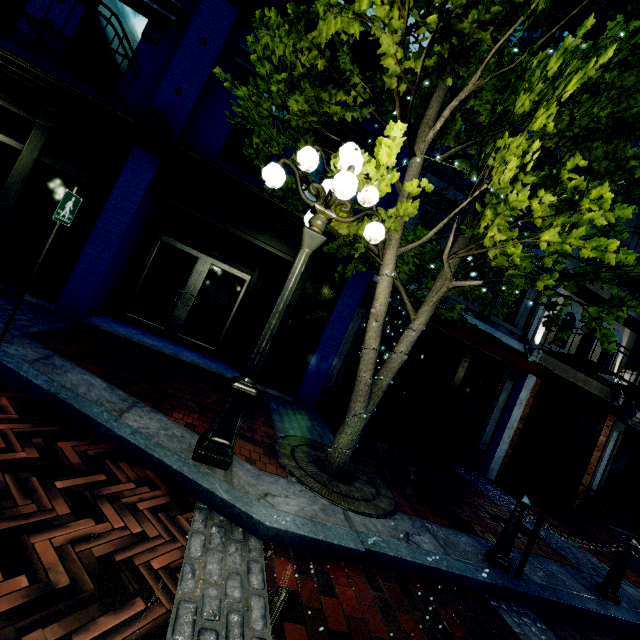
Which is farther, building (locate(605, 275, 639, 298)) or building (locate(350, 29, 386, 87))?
building (locate(605, 275, 639, 298))

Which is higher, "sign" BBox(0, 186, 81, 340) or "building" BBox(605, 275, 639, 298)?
"building" BBox(605, 275, 639, 298)

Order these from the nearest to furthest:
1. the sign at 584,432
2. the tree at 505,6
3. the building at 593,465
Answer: the tree at 505,6 < the sign at 584,432 < the building at 593,465

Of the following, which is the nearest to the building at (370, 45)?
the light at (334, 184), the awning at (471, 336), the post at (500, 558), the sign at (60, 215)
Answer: the awning at (471, 336)

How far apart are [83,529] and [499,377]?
9.57m

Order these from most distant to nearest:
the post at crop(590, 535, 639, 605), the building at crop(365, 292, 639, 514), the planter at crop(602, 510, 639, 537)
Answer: the planter at crop(602, 510, 639, 537) < the building at crop(365, 292, 639, 514) < the post at crop(590, 535, 639, 605)

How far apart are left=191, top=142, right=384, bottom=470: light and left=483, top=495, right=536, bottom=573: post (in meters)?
3.27

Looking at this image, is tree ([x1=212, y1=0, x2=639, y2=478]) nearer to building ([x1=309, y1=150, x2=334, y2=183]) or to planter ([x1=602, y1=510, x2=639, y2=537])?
building ([x1=309, y1=150, x2=334, y2=183])
